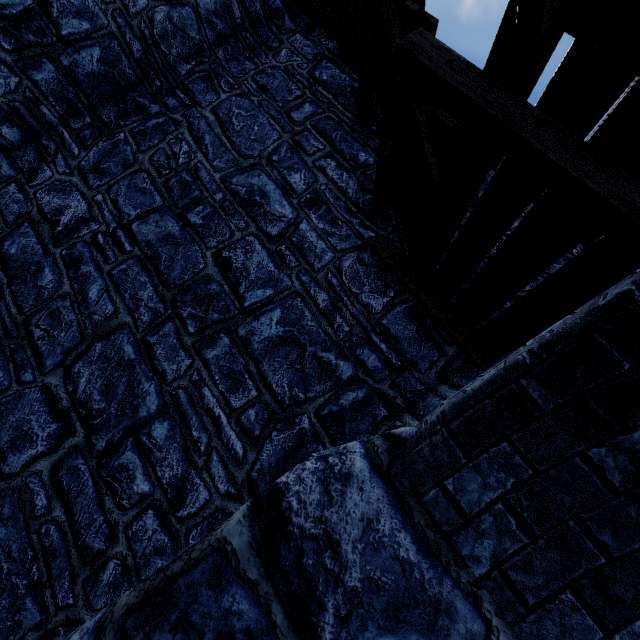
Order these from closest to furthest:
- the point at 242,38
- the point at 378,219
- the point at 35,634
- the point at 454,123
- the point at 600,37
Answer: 1. the point at 600,37
2. the point at 454,123
3. the point at 35,634
4. the point at 378,219
5. the point at 242,38
